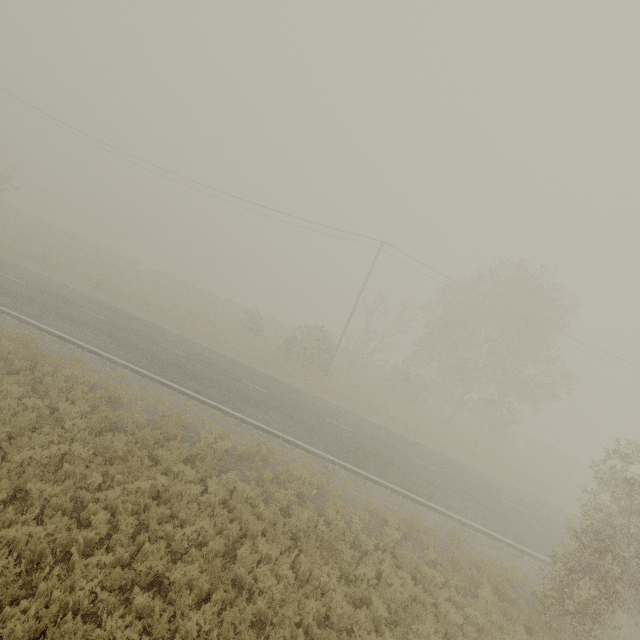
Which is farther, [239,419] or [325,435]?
[325,435]
